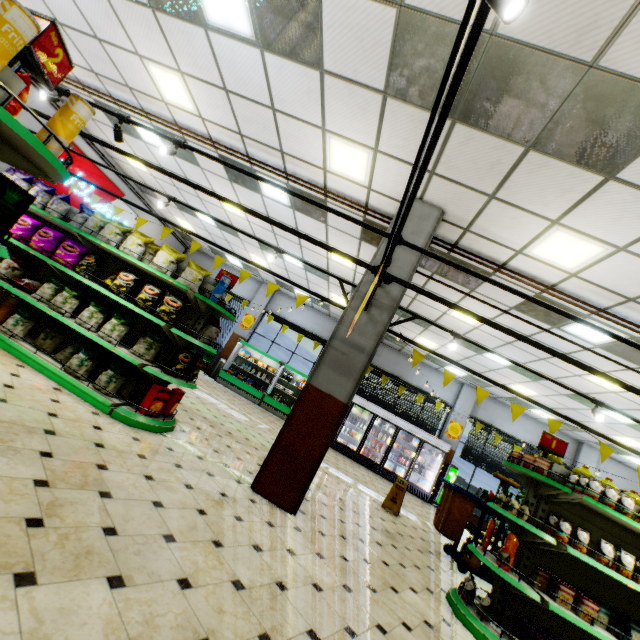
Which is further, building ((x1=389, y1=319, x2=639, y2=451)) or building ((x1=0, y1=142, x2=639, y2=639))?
building ((x1=389, y1=319, x2=639, y2=451))

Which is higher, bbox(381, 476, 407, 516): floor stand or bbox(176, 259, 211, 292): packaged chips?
bbox(176, 259, 211, 292): packaged chips

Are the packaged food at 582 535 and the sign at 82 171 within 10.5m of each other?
no

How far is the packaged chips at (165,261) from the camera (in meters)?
4.74

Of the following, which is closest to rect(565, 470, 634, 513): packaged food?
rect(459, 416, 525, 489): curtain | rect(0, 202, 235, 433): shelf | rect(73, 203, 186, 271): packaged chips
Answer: rect(0, 202, 235, 433): shelf

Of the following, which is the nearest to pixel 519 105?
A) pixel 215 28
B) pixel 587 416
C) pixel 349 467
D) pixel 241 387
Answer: pixel 215 28

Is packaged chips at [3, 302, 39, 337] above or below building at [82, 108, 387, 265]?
below

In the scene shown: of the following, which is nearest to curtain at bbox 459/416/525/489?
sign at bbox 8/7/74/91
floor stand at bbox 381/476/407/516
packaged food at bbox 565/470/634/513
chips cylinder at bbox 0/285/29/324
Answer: floor stand at bbox 381/476/407/516
